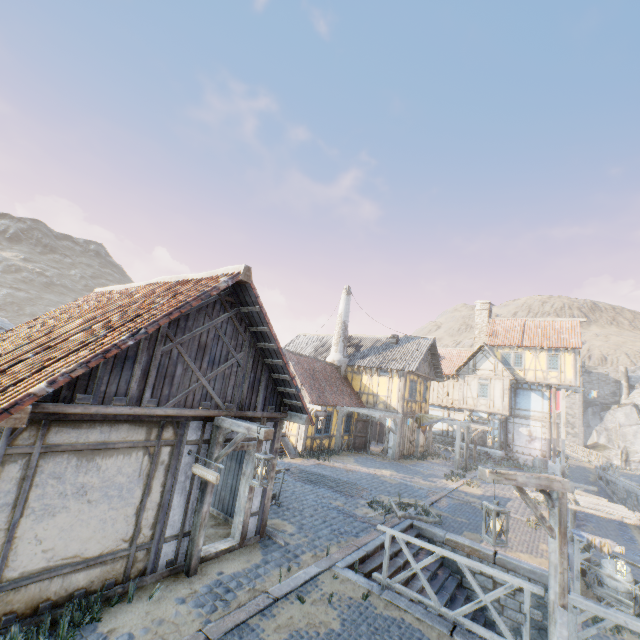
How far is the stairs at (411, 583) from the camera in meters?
8.1 m

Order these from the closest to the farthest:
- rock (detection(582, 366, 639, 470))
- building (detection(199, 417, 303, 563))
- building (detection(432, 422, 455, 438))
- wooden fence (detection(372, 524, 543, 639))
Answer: wooden fence (detection(372, 524, 543, 639)) < building (detection(199, 417, 303, 563)) < building (detection(432, 422, 455, 438)) < rock (detection(582, 366, 639, 470))

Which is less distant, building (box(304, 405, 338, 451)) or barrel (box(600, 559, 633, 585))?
barrel (box(600, 559, 633, 585))

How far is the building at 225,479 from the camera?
7.44m

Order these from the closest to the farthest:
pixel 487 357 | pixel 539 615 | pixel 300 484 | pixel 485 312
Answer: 1. pixel 539 615
2. pixel 300 484
3. pixel 487 357
4. pixel 485 312

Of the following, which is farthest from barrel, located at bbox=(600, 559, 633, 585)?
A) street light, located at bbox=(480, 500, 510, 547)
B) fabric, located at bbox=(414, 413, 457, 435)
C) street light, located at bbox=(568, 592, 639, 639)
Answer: street light, located at bbox=(480, 500, 510, 547)

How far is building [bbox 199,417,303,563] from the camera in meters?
7.4

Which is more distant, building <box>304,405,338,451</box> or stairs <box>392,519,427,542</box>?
building <box>304,405,338,451</box>
